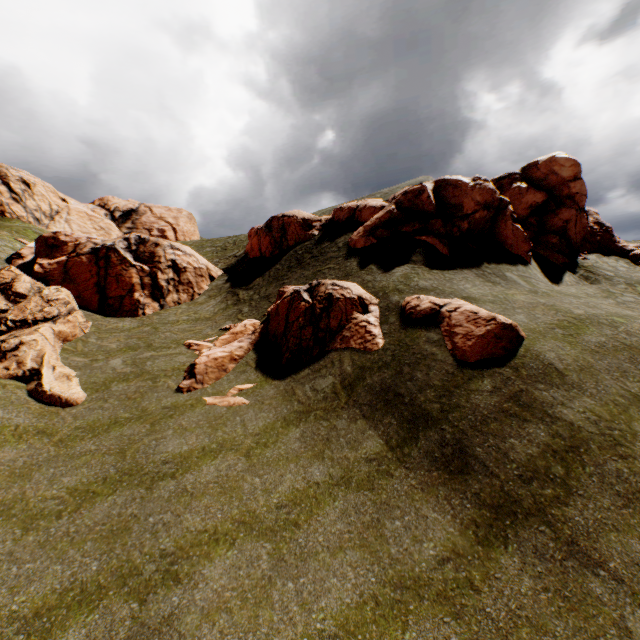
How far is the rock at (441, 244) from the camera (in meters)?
18.74

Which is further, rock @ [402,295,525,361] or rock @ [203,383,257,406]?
rock @ [203,383,257,406]

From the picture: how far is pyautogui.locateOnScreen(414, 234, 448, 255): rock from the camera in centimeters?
1874cm

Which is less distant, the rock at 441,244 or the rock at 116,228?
the rock at 116,228

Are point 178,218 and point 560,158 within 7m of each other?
no

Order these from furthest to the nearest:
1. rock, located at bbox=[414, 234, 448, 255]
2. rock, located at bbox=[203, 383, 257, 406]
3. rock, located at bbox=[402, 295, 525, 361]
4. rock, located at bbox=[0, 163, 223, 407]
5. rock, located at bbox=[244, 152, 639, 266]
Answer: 1. rock, located at bbox=[244, 152, 639, 266]
2. rock, located at bbox=[414, 234, 448, 255]
3. rock, located at bbox=[0, 163, 223, 407]
4. rock, located at bbox=[203, 383, 257, 406]
5. rock, located at bbox=[402, 295, 525, 361]
